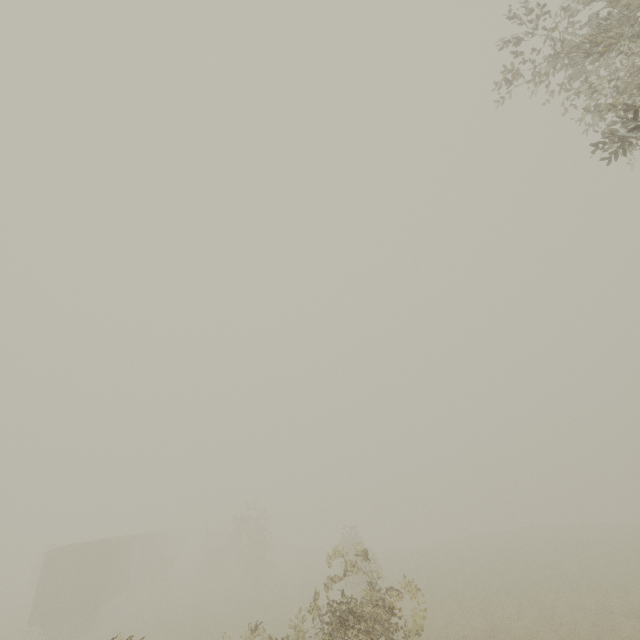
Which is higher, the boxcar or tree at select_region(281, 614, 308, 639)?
tree at select_region(281, 614, 308, 639)

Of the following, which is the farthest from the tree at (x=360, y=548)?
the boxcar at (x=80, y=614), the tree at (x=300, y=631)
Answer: the tree at (x=300, y=631)

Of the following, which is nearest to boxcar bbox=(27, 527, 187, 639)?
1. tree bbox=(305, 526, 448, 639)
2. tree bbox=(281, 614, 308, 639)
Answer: tree bbox=(305, 526, 448, 639)

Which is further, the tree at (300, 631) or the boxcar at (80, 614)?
the boxcar at (80, 614)

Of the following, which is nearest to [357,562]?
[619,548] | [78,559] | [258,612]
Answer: [258,612]

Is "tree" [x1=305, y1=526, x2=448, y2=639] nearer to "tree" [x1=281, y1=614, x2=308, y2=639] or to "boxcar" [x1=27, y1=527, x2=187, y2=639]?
"boxcar" [x1=27, y1=527, x2=187, y2=639]
